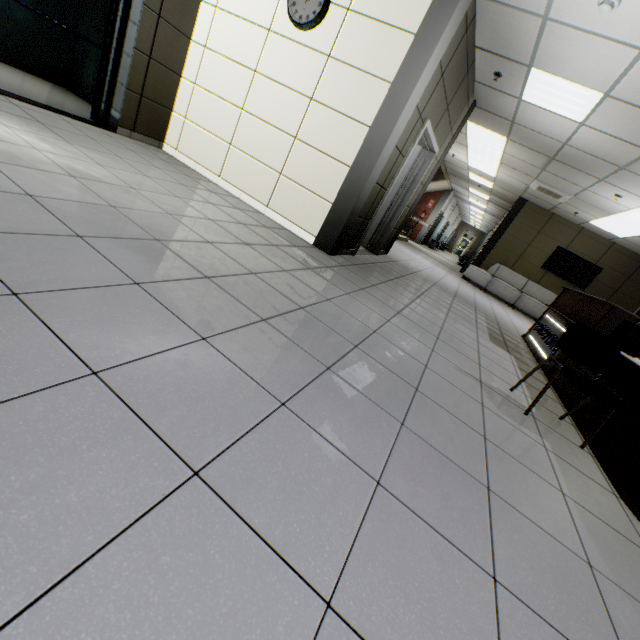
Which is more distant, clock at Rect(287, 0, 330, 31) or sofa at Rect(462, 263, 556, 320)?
sofa at Rect(462, 263, 556, 320)

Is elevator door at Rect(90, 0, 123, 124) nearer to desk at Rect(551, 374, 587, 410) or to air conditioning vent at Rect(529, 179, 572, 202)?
desk at Rect(551, 374, 587, 410)

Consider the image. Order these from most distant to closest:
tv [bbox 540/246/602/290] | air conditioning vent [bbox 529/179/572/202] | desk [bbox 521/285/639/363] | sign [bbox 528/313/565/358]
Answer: tv [bbox 540/246/602/290] < air conditioning vent [bbox 529/179/572/202] < sign [bbox 528/313/565/358] < desk [bbox 521/285/639/363]

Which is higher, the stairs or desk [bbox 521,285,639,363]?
the stairs

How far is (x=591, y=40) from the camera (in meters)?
3.36

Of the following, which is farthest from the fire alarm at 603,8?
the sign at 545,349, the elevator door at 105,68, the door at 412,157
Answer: the elevator door at 105,68

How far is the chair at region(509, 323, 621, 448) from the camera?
→ 2.5 meters

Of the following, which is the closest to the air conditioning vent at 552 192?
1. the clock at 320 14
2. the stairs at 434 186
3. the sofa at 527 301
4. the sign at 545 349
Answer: the sofa at 527 301
